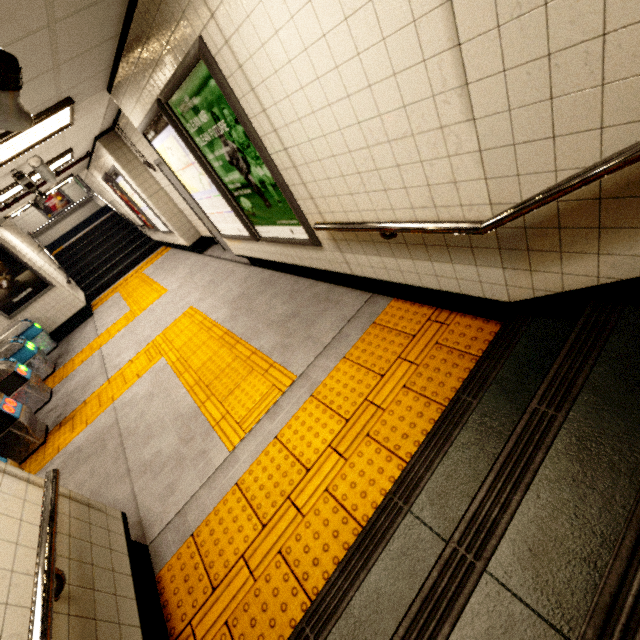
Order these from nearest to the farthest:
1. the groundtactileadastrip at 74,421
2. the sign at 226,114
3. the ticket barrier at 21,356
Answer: the sign at 226,114 → the groundtactileadastrip at 74,421 → the ticket barrier at 21,356

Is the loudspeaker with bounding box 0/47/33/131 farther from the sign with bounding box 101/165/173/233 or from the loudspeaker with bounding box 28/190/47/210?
the loudspeaker with bounding box 28/190/47/210

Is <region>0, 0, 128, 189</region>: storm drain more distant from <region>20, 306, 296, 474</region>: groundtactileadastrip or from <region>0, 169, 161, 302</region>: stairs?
<region>20, 306, 296, 474</region>: groundtactileadastrip

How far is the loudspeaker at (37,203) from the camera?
7.5 meters

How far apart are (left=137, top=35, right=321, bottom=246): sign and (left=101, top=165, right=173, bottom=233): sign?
4.77m

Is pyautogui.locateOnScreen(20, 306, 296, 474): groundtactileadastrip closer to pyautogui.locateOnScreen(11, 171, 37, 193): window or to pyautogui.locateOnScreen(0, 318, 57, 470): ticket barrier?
pyautogui.locateOnScreen(0, 318, 57, 470): ticket barrier

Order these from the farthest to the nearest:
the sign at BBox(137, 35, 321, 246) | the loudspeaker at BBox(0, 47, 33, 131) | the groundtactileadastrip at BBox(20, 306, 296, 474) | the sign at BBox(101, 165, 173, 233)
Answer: the sign at BBox(101, 165, 173, 233)
the groundtactileadastrip at BBox(20, 306, 296, 474)
the sign at BBox(137, 35, 321, 246)
the loudspeaker at BBox(0, 47, 33, 131)

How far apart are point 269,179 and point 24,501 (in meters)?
2.88
